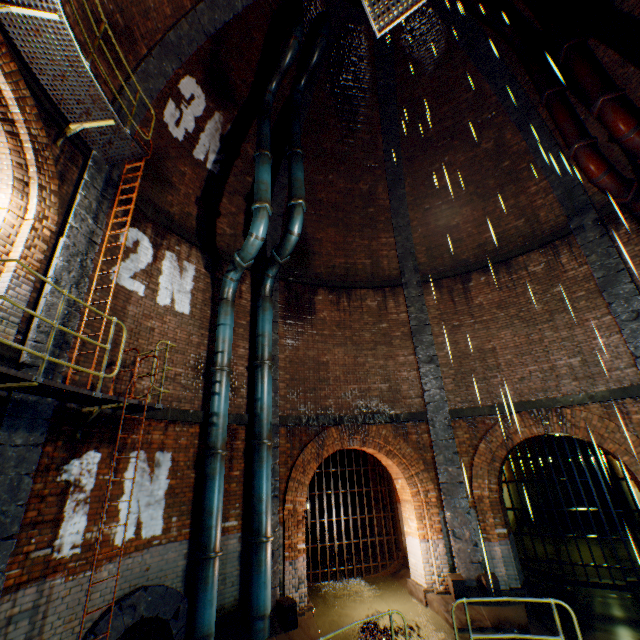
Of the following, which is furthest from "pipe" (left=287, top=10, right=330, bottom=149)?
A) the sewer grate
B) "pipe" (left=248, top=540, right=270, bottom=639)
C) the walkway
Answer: "pipe" (left=248, top=540, right=270, bottom=639)

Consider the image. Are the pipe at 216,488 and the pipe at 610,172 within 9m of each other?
no

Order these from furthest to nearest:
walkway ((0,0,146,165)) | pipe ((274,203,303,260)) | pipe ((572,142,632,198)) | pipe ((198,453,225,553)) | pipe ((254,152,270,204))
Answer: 1. pipe ((274,203,303,260))
2. pipe ((254,152,270,204))
3. pipe ((572,142,632,198))
4. pipe ((198,453,225,553))
5. walkway ((0,0,146,165))

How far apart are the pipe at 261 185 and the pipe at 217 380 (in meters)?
4.52

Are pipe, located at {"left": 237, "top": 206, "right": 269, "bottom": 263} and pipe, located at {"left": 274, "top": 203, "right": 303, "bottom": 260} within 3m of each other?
yes

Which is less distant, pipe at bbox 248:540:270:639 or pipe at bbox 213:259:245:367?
pipe at bbox 248:540:270:639

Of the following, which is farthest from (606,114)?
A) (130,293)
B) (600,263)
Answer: (130,293)

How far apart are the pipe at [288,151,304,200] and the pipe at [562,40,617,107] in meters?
7.2
